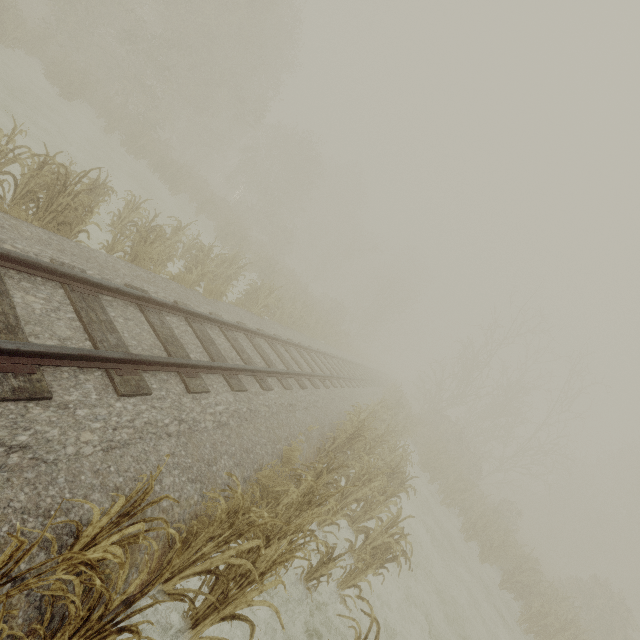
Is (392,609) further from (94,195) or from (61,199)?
(94,195)
